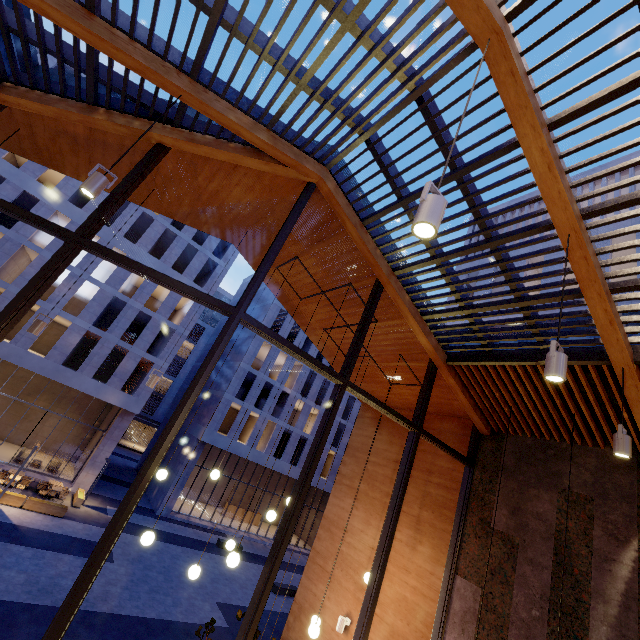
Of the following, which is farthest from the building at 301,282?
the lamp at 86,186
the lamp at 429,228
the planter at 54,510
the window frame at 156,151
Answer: the planter at 54,510

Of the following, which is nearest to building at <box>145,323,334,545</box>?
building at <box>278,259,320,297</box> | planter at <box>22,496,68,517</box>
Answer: planter at <box>22,496,68,517</box>

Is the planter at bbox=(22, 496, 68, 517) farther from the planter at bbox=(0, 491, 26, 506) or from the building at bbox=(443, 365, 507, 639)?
the building at bbox=(443, 365, 507, 639)

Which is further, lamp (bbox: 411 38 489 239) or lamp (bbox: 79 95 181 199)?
lamp (bbox: 79 95 181 199)

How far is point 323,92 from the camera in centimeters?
400cm

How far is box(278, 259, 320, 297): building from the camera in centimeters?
743cm

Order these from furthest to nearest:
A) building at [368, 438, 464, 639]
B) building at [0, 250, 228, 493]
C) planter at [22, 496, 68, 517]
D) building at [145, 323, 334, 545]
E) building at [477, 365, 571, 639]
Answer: building at [145, 323, 334, 545] → building at [0, 250, 228, 493] → planter at [22, 496, 68, 517] → building at [368, 438, 464, 639] → building at [477, 365, 571, 639]

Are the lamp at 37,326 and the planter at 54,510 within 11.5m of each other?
no
